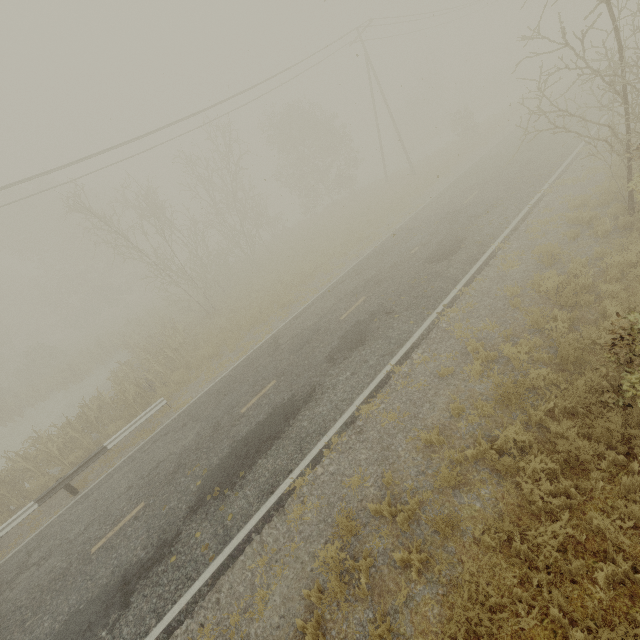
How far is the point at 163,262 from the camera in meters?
20.3 m
